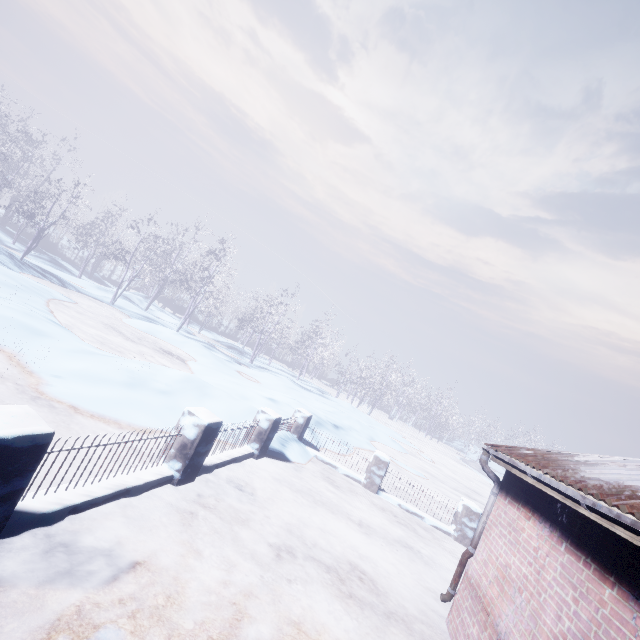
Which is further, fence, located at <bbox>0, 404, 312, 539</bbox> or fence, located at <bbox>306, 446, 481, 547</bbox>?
fence, located at <bbox>306, 446, 481, 547</bbox>

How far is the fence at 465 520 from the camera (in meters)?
7.71

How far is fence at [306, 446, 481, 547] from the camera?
7.71m

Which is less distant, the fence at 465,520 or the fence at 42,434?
the fence at 42,434

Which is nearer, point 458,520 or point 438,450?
point 458,520
